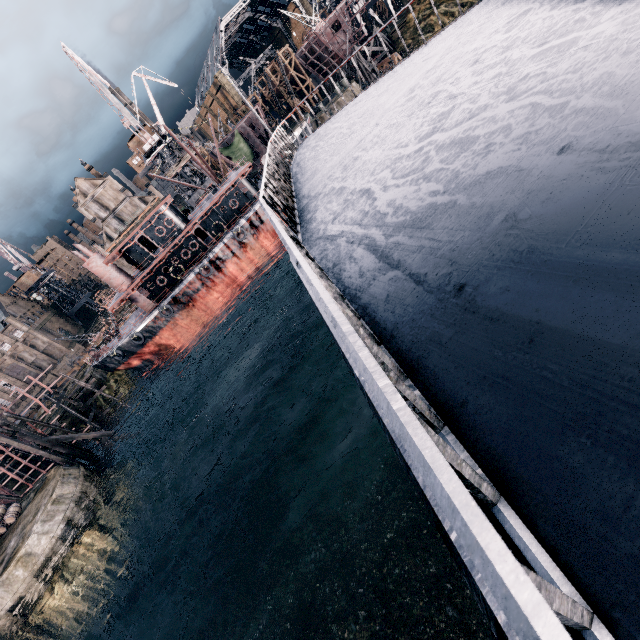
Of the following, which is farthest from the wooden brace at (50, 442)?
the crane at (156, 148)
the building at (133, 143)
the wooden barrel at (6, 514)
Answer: the building at (133, 143)

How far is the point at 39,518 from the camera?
24.4m

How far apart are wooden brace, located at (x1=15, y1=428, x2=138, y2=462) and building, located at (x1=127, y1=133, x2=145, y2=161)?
43.6 meters

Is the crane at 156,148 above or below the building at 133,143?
below

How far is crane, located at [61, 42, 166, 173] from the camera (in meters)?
38.25

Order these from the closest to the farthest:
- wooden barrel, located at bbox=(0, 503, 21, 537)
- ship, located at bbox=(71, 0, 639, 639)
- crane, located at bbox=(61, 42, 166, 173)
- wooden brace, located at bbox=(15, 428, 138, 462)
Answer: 1. ship, located at bbox=(71, 0, 639, 639)
2. wooden barrel, located at bbox=(0, 503, 21, 537)
3. wooden brace, located at bbox=(15, 428, 138, 462)
4. crane, located at bbox=(61, 42, 166, 173)

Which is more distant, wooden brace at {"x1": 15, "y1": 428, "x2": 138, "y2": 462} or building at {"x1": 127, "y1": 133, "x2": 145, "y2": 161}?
building at {"x1": 127, "y1": 133, "x2": 145, "y2": 161}

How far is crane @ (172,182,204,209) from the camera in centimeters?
5388cm
